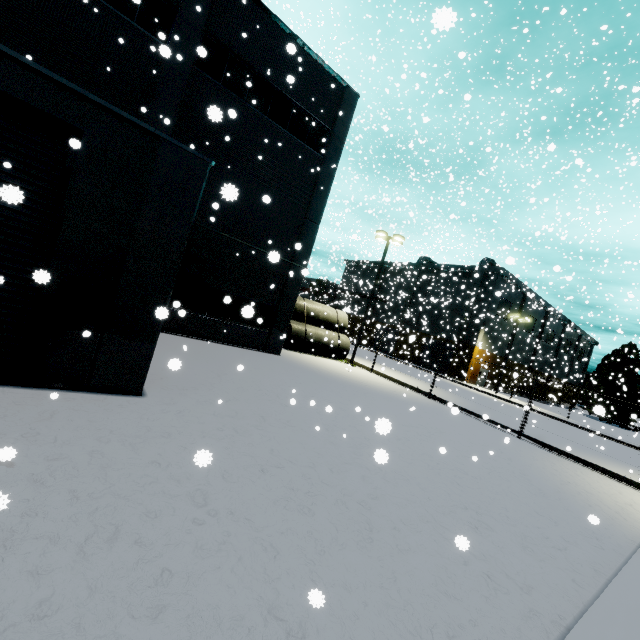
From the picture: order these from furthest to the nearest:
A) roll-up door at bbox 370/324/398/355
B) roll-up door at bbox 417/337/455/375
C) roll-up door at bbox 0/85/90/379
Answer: roll-up door at bbox 417/337/455/375 → roll-up door at bbox 370/324/398/355 → roll-up door at bbox 0/85/90/379

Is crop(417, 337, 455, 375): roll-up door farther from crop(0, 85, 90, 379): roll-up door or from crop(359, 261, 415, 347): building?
Result: crop(0, 85, 90, 379): roll-up door

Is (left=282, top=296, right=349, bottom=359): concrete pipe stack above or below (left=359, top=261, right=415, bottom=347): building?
below

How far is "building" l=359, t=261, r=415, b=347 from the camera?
40.37m

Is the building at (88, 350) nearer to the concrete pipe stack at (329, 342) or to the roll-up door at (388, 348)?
the roll-up door at (388, 348)

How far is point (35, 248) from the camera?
5.7 meters

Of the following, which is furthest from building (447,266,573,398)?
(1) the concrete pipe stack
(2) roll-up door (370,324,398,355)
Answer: (1) the concrete pipe stack
